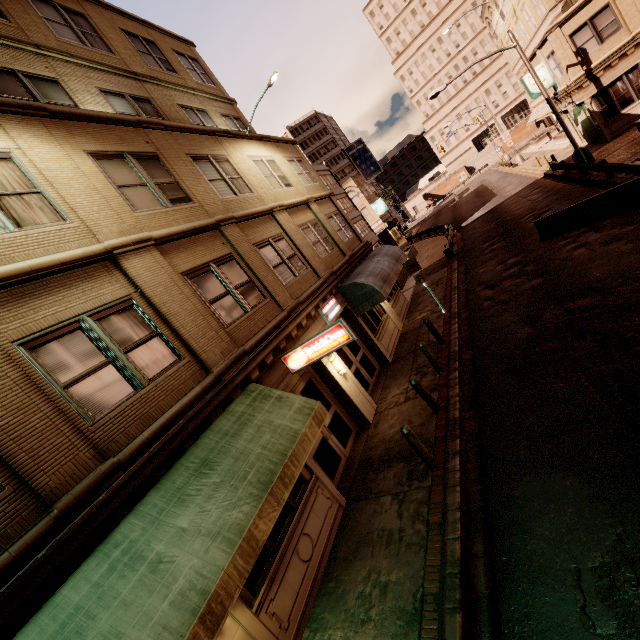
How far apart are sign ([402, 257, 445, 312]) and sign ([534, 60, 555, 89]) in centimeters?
2079cm

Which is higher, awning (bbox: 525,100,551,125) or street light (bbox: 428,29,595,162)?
awning (bbox: 525,100,551,125)

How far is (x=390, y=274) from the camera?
15.0m

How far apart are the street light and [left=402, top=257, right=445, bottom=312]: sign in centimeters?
1418cm

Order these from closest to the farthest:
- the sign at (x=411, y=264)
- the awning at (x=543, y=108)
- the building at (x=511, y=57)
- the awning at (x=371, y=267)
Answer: the awning at (x=371, y=267) → the sign at (x=411, y=264) → the awning at (x=543, y=108) → the building at (x=511, y=57)

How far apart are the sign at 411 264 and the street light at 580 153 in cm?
1418

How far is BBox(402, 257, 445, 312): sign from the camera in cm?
1438

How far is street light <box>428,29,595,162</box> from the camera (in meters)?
19.05
